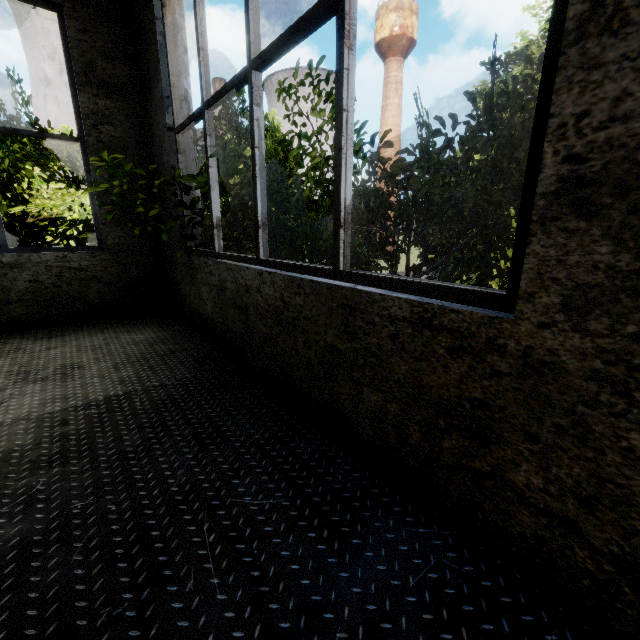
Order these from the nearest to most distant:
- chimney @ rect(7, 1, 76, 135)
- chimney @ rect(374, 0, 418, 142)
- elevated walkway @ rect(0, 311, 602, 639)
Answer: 1. elevated walkway @ rect(0, 311, 602, 639)
2. chimney @ rect(7, 1, 76, 135)
3. chimney @ rect(374, 0, 418, 142)

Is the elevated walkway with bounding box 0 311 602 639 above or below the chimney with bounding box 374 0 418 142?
below

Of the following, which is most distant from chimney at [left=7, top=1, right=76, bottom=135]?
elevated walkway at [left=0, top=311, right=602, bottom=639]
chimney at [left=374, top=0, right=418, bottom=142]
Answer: elevated walkway at [left=0, top=311, right=602, bottom=639]

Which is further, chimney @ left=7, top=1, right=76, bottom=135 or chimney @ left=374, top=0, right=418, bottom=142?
chimney @ left=374, top=0, right=418, bottom=142

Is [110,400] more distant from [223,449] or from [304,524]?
[304,524]

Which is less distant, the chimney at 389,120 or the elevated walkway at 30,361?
the elevated walkway at 30,361

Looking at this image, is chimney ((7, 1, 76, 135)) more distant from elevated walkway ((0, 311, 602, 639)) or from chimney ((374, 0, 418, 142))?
elevated walkway ((0, 311, 602, 639))

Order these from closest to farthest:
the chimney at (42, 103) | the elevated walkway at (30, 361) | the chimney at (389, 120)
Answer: the elevated walkway at (30, 361), the chimney at (42, 103), the chimney at (389, 120)
